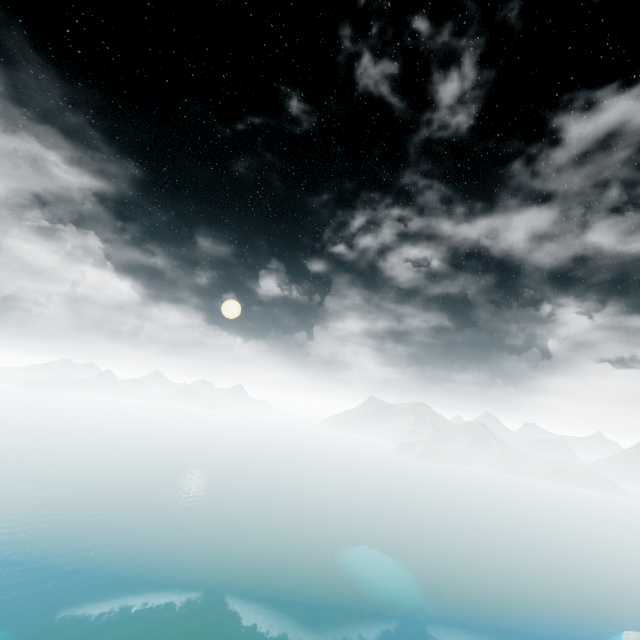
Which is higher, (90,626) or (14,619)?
(14,619)
